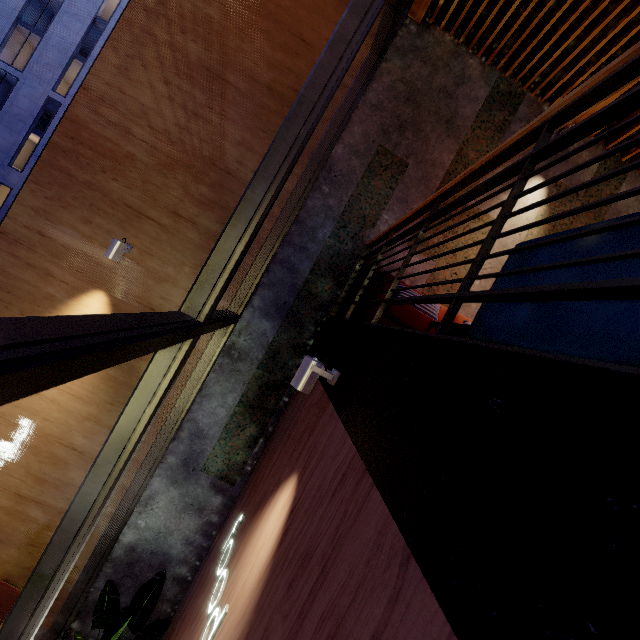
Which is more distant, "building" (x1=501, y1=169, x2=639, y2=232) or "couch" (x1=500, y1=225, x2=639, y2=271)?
"building" (x1=501, y1=169, x2=639, y2=232)

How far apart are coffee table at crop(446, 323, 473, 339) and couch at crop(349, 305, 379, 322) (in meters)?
0.53

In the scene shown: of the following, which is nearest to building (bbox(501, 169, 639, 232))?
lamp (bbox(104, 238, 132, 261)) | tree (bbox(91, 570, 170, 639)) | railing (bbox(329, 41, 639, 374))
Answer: railing (bbox(329, 41, 639, 374))

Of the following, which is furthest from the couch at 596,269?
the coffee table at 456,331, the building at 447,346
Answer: the coffee table at 456,331

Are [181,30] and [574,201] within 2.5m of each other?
no

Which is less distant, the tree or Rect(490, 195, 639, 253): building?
the tree

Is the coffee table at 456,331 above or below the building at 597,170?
below
